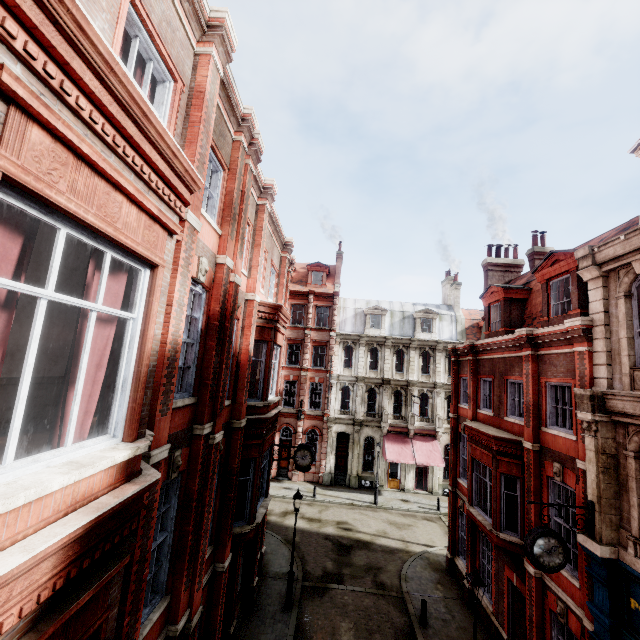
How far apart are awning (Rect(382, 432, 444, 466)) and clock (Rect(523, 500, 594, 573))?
19.7m

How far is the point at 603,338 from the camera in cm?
885

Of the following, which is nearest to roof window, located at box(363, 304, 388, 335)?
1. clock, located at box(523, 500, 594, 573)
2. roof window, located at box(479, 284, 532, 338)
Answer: roof window, located at box(479, 284, 532, 338)

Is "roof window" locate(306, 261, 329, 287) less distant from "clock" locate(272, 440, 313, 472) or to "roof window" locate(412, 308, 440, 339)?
"roof window" locate(412, 308, 440, 339)

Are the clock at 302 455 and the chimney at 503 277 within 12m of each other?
no

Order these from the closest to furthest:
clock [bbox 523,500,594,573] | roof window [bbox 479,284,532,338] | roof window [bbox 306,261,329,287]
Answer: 1. clock [bbox 523,500,594,573]
2. roof window [bbox 479,284,532,338]
3. roof window [bbox 306,261,329,287]

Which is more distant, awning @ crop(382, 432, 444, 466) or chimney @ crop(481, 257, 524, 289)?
awning @ crop(382, 432, 444, 466)

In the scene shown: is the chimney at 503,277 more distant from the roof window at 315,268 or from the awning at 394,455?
the roof window at 315,268
